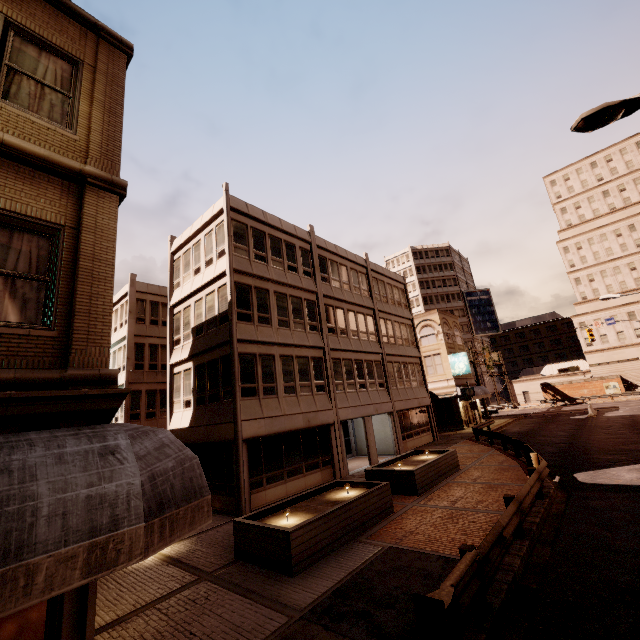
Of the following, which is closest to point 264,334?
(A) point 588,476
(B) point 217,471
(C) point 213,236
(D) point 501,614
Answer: (C) point 213,236

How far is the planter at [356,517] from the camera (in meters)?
8.25

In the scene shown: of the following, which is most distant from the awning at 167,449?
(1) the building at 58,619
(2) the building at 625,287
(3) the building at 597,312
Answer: (2) the building at 625,287

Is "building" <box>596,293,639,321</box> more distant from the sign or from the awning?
the awning

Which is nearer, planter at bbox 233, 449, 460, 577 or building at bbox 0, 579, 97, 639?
building at bbox 0, 579, 97, 639

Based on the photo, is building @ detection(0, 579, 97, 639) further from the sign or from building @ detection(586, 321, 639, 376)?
building @ detection(586, 321, 639, 376)

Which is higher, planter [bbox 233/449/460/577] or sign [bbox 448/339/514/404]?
sign [bbox 448/339/514/404]

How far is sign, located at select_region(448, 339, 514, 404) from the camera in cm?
3484
